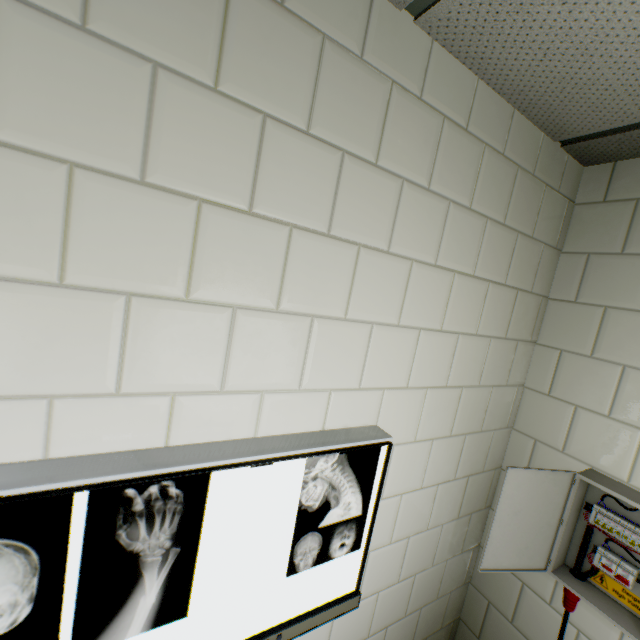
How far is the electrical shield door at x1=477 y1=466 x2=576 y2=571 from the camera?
1.39m

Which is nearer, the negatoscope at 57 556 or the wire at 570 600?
the negatoscope at 57 556

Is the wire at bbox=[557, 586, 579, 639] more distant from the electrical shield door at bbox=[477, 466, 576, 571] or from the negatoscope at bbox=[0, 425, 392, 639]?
the negatoscope at bbox=[0, 425, 392, 639]

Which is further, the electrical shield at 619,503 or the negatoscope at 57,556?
the electrical shield at 619,503

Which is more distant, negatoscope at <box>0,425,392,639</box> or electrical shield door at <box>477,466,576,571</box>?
electrical shield door at <box>477,466,576,571</box>

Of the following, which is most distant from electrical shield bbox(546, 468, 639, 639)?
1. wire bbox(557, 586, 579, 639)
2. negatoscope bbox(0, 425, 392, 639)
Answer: negatoscope bbox(0, 425, 392, 639)

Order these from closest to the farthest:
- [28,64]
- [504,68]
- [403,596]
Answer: [28,64] < [504,68] < [403,596]

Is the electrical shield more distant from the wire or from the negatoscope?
the negatoscope
